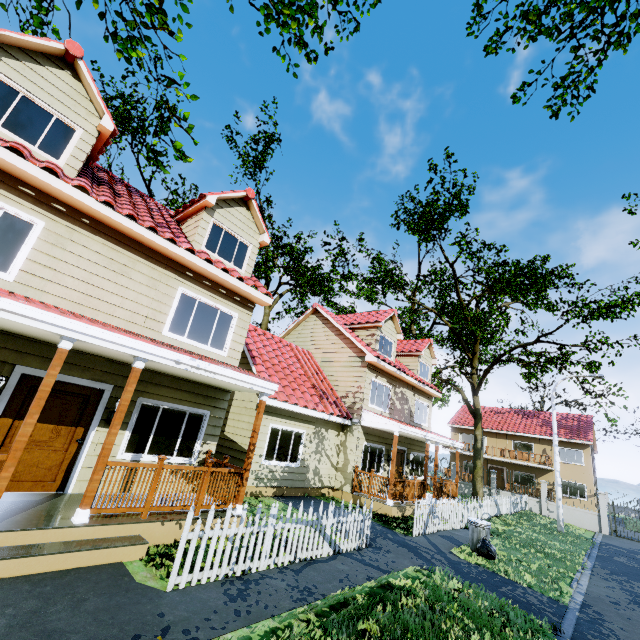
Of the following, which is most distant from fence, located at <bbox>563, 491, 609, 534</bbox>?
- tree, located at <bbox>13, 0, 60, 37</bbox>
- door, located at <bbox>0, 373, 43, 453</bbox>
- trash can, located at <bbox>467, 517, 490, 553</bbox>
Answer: door, located at <bbox>0, 373, 43, 453</bbox>

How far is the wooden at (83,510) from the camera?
5.3 meters

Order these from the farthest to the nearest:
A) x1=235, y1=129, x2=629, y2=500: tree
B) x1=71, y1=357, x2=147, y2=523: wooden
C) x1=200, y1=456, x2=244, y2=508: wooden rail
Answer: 1. x1=235, y1=129, x2=629, y2=500: tree
2. x1=200, y1=456, x2=244, y2=508: wooden rail
3. x1=71, y1=357, x2=147, y2=523: wooden

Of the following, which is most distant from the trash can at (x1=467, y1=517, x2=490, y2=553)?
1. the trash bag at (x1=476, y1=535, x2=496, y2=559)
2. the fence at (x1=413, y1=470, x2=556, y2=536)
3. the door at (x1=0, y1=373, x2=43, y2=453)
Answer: the door at (x1=0, y1=373, x2=43, y2=453)

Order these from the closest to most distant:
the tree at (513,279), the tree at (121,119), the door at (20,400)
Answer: the door at (20,400), the tree at (121,119), the tree at (513,279)

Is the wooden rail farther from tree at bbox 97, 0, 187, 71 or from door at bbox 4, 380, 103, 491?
tree at bbox 97, 0, 187, 71

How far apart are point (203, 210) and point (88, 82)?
3.6m

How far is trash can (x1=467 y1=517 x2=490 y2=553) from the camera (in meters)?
9.70
